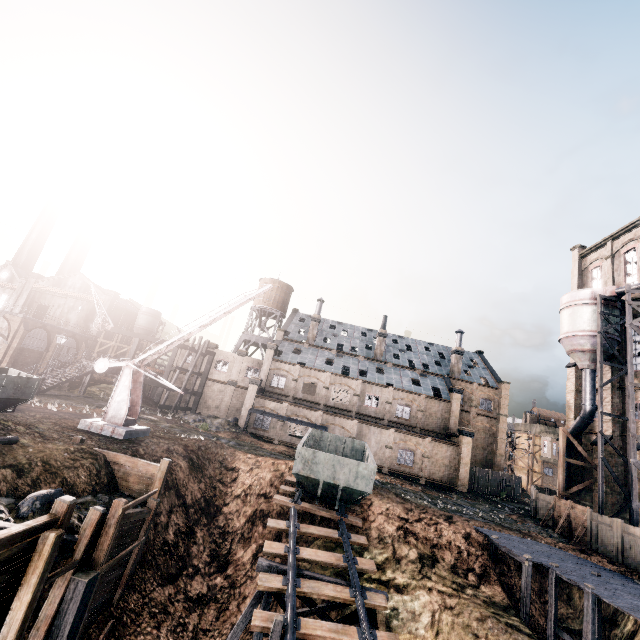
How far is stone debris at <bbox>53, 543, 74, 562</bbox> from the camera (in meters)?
9.77

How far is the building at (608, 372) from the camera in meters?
33.0 m

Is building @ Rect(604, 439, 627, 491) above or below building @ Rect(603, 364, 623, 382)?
below

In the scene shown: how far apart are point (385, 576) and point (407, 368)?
34.5m

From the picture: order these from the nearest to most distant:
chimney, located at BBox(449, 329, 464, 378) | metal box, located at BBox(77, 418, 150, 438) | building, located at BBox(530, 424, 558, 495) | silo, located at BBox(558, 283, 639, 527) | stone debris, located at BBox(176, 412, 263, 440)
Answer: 1. metal box, located at BBox(77, 418, 150, 438)
2. silo, located at BBox(558, 283, 639, 527)
3. stone debris, located at BBox(176, 412, 263, 440)
4. chimney, located at BBox(449, 329, 464, 378)
5. building, located at BBox(530, 424, 558, 495)

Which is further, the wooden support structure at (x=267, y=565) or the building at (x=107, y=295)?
the building at (x=107, y=295)

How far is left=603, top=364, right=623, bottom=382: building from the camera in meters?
33.0 m

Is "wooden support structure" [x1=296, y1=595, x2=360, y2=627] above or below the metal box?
below
